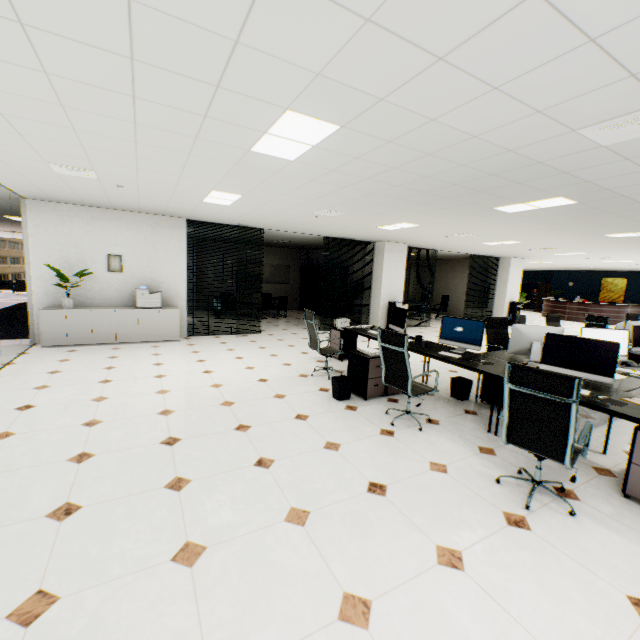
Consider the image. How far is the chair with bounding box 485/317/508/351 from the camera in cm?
593

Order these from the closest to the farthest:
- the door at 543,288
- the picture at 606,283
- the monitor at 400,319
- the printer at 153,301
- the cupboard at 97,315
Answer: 1. the monitor at 400,319
2. the cupboard at 97,315
3. the printer at 153,301
4. the picture at 606,283
5. the door at 543,288

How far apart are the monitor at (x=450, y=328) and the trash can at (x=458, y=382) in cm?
48

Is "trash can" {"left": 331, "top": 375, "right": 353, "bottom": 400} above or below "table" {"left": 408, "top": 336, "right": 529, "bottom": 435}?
below

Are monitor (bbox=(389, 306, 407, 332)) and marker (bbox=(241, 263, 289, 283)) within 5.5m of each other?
no

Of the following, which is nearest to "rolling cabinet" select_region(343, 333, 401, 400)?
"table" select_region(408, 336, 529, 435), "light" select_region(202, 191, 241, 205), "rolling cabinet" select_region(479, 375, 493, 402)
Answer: "table" select_region(408, 336, 529, 435)

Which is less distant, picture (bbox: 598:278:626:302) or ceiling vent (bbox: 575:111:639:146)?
ceiling vent (bbox: 575:111:639:146)

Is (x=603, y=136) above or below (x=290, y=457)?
above
